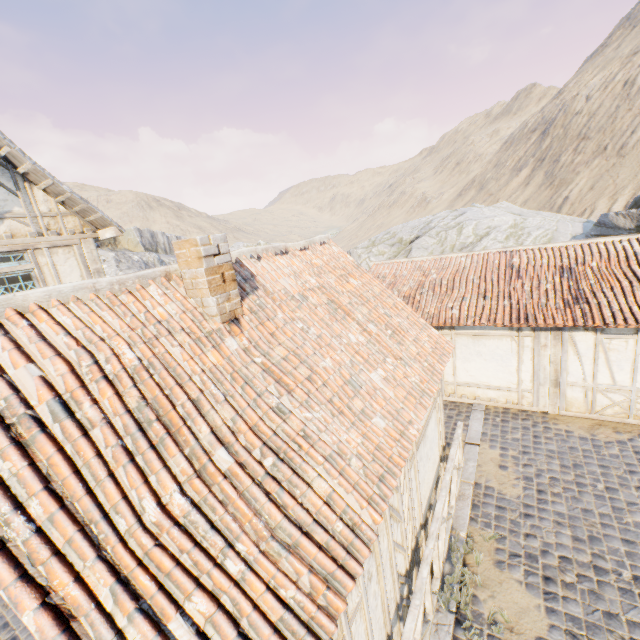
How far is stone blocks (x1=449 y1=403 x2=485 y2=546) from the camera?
6.45m

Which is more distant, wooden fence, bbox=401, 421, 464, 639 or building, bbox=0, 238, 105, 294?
building, bbox=0, 238, 105, 294

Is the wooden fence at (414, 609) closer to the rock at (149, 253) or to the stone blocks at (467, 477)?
the stone blocks at (467, 477)

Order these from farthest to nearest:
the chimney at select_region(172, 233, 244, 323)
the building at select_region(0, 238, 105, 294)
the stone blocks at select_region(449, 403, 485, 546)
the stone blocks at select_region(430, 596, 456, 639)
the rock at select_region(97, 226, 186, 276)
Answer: the rock at select_region(97, 226, 186, 276)
the building at select_region(0, 238, 105, 294)
the stone blocks at select_region(449, 403, 485, 546)
the stone blocks at select_region(430, 596, 456, 639)
the chimney at select_region(172, 233, 244, 323)

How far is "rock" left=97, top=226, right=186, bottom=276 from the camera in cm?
3528

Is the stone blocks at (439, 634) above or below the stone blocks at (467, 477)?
below

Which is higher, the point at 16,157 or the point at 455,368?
the point at 16,157

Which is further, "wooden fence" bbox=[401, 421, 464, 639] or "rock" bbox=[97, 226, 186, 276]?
"rock" bbox=[97, 226, 186, 276]
